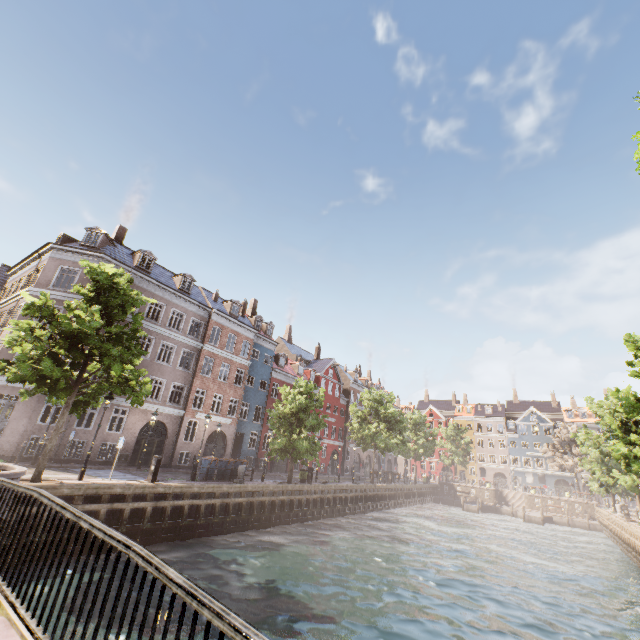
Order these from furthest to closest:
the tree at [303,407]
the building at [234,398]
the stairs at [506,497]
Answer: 1. the stairs at [506,497]
2. the tree at [303,407]
3. the building at [234,398]

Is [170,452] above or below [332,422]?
below

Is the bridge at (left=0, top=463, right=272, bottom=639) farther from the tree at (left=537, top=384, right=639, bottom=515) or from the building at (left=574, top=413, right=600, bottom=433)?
the building at (left=574, top=413, right=600, bottom=433)

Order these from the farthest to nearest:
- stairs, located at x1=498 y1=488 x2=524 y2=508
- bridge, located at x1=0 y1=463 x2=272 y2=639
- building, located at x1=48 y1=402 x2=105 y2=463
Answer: stairs, located at x1=498 y1=488 x2=524 y2=508
building, located at x1=48 y1=402 x2=105 y2=463
bridge, located at x1=0 y1=463 x2=272 y2=639

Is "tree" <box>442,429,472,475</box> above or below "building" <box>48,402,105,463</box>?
above

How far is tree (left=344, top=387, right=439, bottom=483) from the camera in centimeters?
3538cm

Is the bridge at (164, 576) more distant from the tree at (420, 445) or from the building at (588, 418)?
the building at (588, 418)
